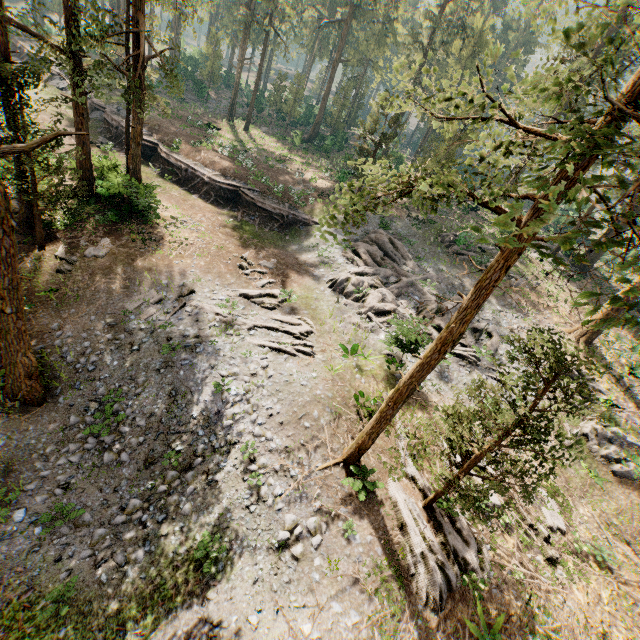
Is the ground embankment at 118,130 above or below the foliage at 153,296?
above

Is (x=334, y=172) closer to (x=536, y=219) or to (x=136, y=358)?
(x=136, y=358)

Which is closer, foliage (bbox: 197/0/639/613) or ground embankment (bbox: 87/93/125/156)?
foliage (bbox: 197/0/639/613)

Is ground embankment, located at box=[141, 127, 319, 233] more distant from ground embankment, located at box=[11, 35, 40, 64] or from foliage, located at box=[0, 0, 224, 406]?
ground embankment, located at box=[11, 35, 40, 64]

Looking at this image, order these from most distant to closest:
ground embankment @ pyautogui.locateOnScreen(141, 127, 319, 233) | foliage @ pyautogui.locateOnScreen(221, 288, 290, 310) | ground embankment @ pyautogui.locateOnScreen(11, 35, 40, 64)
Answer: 1. ground embankment @ pyautogui.locateOnScreen(11, 35, 40, 64)
2. ground embankment @ pyautogui.locateOnScreen(141, 127, 319, 233)
3. foliage @ pyautogui.locateOnScreen(221, 288, 290, 310)

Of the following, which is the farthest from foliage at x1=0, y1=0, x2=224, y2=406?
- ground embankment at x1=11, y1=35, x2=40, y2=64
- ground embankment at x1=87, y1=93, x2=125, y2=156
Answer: ground embankment at x1=11, y1=35, x2=40, y2=64

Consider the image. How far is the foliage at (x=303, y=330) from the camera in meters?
17.2 m

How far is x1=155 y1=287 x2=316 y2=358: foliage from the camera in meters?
17.2
